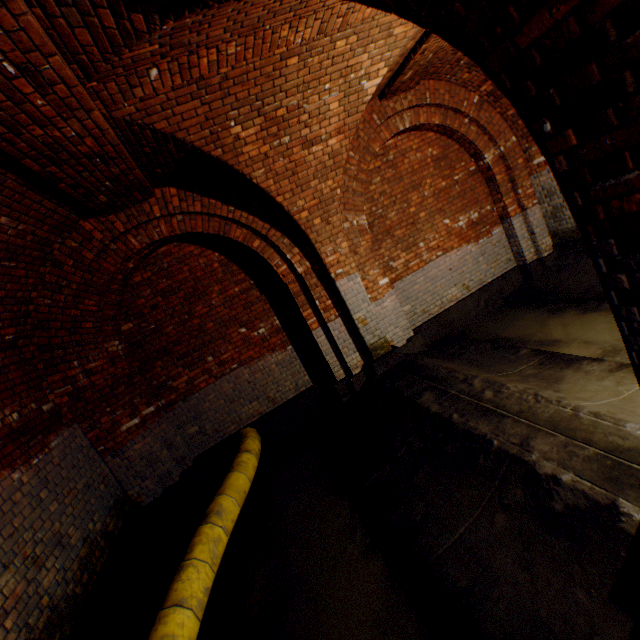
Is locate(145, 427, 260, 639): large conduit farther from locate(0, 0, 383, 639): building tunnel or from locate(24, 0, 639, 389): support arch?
locate(24, 0, 639, 389): support arch

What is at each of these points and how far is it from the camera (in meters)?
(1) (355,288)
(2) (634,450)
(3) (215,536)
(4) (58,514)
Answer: (1) support arch, 5.63
(2) building tunnel, 2.41
(3) large conduit, 3.65
(4) building tunnel, 3.70

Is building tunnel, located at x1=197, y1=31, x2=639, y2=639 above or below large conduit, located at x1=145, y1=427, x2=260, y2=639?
below

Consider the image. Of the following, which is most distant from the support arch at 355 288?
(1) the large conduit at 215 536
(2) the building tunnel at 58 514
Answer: (1) the large conduit at 215 536

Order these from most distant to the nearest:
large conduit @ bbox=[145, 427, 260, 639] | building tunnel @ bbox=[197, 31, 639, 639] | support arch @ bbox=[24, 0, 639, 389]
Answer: large conduit @ bbox=[145, 427, 260, 639] → building tunnel @ bbox=[197, 31, 639, 639] → support arch @ bbox=[24, 0, 639, 389]

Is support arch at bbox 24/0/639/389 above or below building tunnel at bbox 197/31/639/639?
above

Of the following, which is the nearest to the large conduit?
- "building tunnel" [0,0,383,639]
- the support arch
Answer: "building tunnel" [0,0,383,639]

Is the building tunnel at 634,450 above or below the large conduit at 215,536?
below
